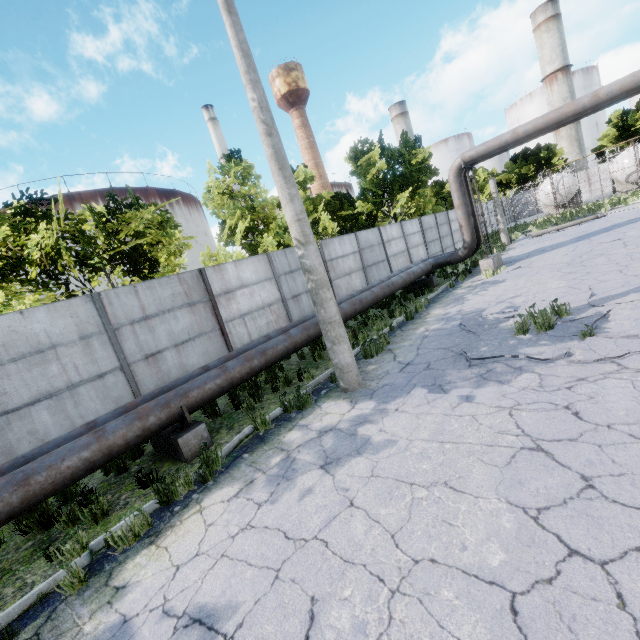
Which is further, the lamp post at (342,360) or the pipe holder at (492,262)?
the pipe holder at (492,262)

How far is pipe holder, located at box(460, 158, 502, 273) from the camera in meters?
14.2

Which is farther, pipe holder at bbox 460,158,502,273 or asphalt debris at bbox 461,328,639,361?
pipe holder at bbox 460,158,502,273

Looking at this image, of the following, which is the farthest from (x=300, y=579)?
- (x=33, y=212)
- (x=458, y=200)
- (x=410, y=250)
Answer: (x=410, y=250)

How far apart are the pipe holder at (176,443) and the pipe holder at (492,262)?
13.6m

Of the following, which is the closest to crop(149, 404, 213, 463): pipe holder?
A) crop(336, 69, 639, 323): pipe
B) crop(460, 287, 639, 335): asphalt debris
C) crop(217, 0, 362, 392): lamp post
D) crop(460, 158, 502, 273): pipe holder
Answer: crop(336, 69, 639, 323): pipe

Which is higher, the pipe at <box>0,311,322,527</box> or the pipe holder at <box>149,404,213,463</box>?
the pipe at <box>0,311,322,527</box>

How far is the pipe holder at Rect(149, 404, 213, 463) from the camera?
5.88m
